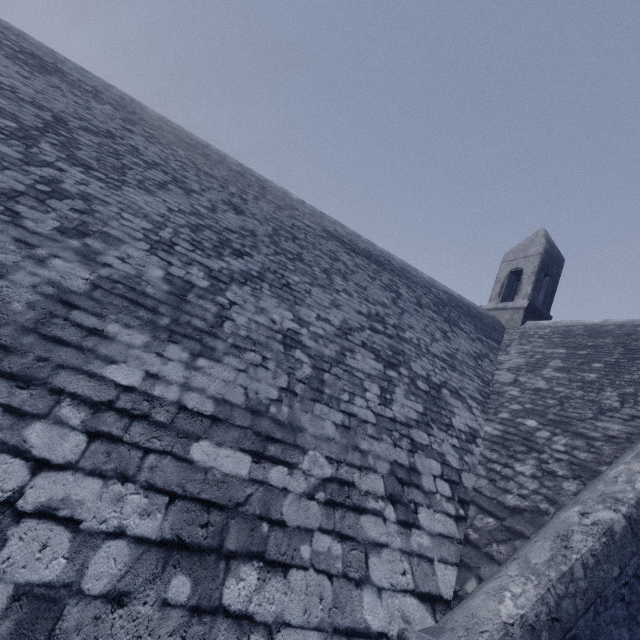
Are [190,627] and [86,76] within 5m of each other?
no
